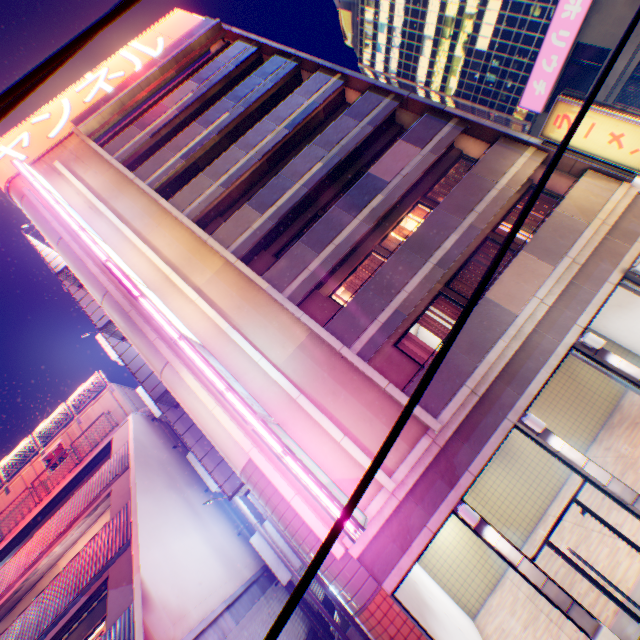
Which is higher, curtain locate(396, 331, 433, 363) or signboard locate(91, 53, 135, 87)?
signboard locate(91, 53, 135, 87)

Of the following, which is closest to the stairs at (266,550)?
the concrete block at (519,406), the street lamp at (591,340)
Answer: the concrete block at (519,406)

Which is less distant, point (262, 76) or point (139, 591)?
point (139, 591)

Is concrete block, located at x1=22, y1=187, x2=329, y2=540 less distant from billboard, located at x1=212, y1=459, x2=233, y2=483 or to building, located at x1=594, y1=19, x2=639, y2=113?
billboard, located at x1=212, y1=459, x2=233, y2=483

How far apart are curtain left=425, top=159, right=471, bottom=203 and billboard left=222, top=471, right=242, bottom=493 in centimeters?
1333cm

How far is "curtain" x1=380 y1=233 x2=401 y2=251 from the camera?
13.1m

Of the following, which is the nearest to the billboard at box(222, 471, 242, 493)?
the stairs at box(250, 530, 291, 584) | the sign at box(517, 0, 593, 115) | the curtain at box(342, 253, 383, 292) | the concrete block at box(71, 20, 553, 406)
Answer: the stairs at box(250, 530, 291, 584)

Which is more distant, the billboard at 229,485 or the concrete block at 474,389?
the billboard at 229,485
